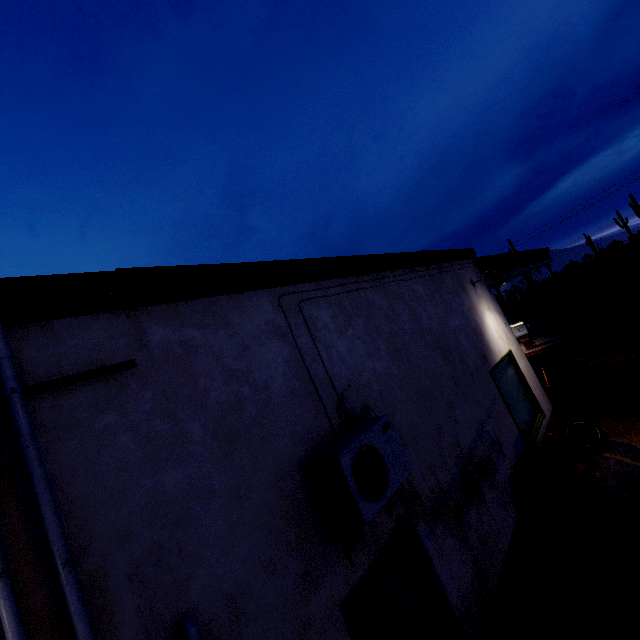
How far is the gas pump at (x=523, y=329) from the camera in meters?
17.0 m

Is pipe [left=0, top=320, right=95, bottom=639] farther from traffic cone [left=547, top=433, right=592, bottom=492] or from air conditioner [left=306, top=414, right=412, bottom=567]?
traffic cone [left=547, top=433, right=592, bottom=492]

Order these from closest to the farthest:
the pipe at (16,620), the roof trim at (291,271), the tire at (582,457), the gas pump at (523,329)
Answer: the pipe at (16,620)
the roof trim at (291,271)
the tire at (582,457)
the gas pump at (523,329)

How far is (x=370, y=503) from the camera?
2.44m

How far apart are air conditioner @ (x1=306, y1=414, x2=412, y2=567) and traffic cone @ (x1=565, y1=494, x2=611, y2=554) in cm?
347

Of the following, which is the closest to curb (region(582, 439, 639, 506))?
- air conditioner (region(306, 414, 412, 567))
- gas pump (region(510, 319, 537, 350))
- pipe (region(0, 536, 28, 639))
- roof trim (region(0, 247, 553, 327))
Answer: pipe (region(0, 536, 28, 639))

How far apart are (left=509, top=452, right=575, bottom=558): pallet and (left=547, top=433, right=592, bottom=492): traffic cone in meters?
0.0 m

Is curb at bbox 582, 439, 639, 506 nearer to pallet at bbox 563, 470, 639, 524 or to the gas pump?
pallet at bbox 563, 470, 639, 524
